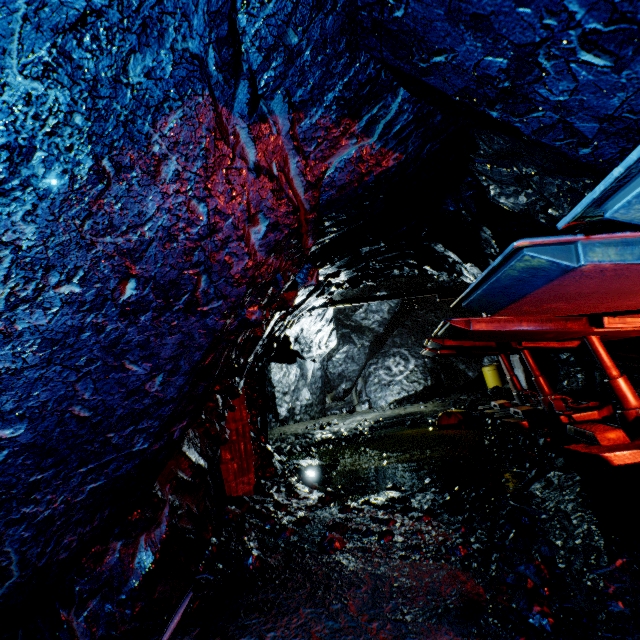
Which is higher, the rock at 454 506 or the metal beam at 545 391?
the metal beam at 545 391

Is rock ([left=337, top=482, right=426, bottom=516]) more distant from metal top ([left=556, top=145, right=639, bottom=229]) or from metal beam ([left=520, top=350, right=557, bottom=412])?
metal beam ([left=520, top=350, right=557, bottom=412])

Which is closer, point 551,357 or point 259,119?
point 259,119

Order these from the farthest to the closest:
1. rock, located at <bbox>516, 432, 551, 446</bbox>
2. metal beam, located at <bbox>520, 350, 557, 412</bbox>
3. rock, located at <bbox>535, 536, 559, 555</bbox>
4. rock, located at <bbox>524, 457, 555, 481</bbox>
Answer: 1. metal beam, located at <bbox>520, 350, 557, 412</bbox>
2. rock, located at <bbox>516, 432, 551, 446</bbox>
3. rock, located at <bbox>524, 457, 555, 481</bbox>
4. rock, located at <bbox>535, 536, 559, 555</bbox>

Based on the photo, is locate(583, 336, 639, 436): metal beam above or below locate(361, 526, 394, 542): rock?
above

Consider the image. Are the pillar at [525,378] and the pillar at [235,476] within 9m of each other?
no

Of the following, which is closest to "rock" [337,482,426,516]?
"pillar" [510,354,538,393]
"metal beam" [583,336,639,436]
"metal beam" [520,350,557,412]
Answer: "pillar" [510,354,538,393]

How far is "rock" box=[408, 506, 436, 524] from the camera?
3.7 meters
